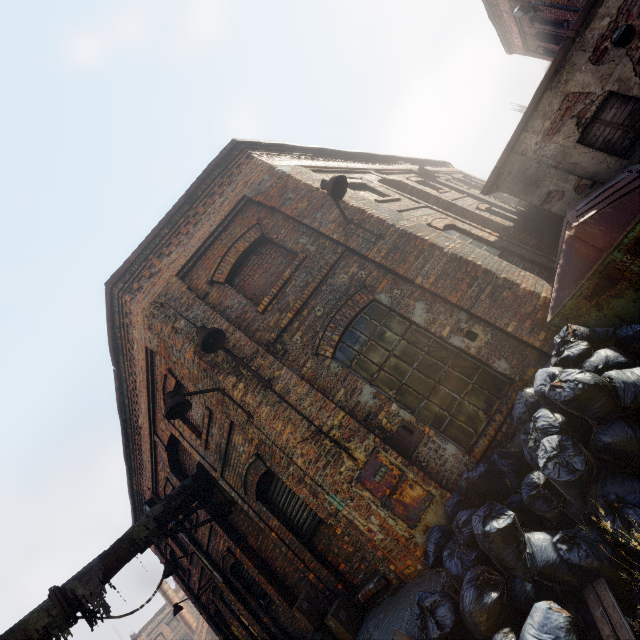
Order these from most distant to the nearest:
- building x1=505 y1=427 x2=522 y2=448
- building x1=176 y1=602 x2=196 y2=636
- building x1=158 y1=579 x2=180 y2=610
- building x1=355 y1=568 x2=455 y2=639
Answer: building x1=158 y1=579 x2=180 y2=610, building x1=176 y1=602 x2=196 y2=636, building x1=505 y1=427 x2=522 y2=448, building x1=355 y1=568 x2=455 y2=639

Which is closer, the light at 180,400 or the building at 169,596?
the light at 180,400

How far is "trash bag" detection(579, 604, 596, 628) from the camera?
2.7 meters

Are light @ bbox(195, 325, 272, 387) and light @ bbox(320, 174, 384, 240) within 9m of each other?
yes

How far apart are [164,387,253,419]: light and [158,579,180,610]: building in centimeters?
4117cm

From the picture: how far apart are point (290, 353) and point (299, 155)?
5.8m

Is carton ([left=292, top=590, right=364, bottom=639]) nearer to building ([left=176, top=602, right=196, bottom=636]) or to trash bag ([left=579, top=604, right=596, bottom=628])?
trash bag ([left=579, top=604, right=596, bottom=628])

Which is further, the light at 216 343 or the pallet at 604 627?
the light at 216 343
